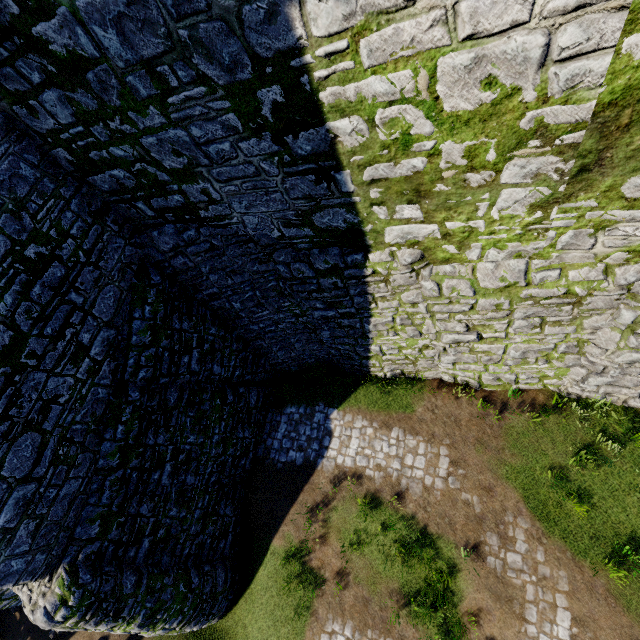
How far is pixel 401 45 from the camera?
3.62m
